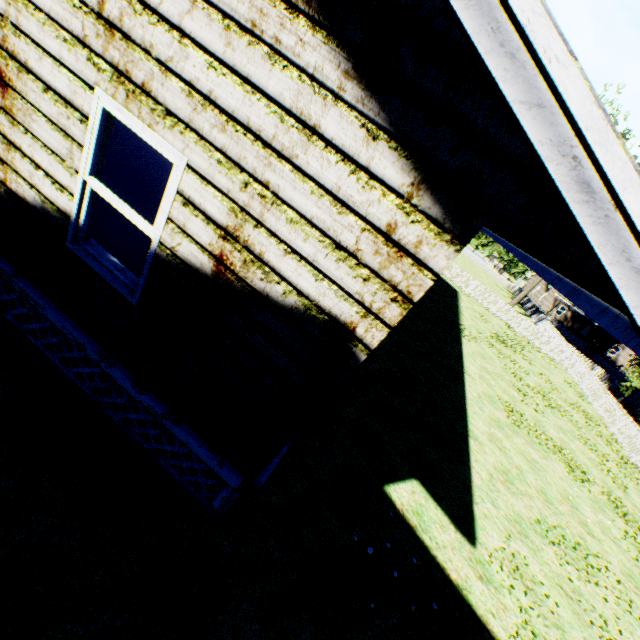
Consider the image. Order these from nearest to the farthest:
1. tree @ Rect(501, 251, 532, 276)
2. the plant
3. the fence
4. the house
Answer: the house, the fence, the plant, tree @ Rect(501, 251, 532, 276)

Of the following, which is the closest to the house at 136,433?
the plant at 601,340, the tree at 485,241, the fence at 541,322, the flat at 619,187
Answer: the flat at 619,187

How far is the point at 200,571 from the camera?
3.6 meters

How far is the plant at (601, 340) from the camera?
32.8m

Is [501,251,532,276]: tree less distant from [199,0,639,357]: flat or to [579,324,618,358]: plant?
[579,324,618,358]: plant

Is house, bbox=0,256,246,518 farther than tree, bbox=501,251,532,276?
No

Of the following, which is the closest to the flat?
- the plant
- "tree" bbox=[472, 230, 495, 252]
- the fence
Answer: the fence

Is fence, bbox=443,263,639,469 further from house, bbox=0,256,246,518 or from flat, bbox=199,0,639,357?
flat, bbox=199,0,639,357
